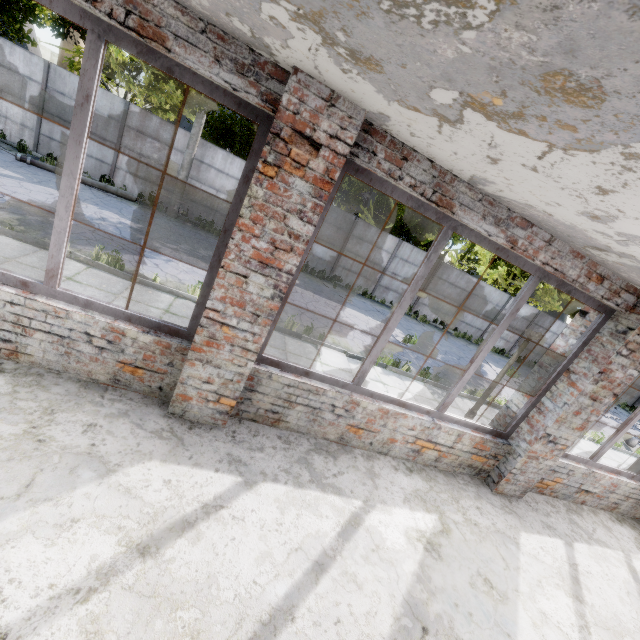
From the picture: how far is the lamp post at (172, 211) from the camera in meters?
13.7

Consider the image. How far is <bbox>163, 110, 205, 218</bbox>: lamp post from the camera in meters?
13.7

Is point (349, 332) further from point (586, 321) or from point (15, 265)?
point (15, 265)
